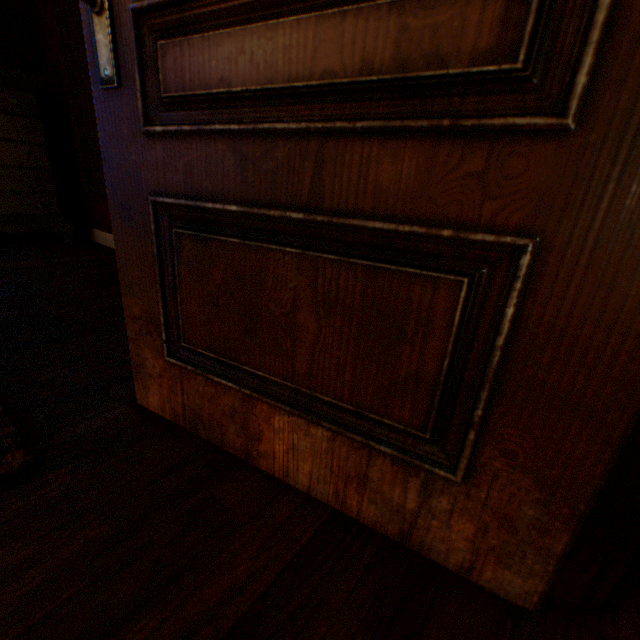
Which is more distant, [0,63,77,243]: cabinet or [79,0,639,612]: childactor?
[0,63,77,243]: cabinet

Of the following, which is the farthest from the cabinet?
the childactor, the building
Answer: the childactor

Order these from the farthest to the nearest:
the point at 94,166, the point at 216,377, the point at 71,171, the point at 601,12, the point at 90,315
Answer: the point at 71,171 → the point at 94,166 → the point at 90,315 → the point at 216,377 → the point at 601,12

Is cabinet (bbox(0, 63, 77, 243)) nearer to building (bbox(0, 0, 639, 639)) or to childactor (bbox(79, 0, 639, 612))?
building (bbox(0, 0, 639, 639))

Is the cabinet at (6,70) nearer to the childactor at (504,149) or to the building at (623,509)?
the building at (623,509)

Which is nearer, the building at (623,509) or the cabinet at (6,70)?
the building at (623,509)
